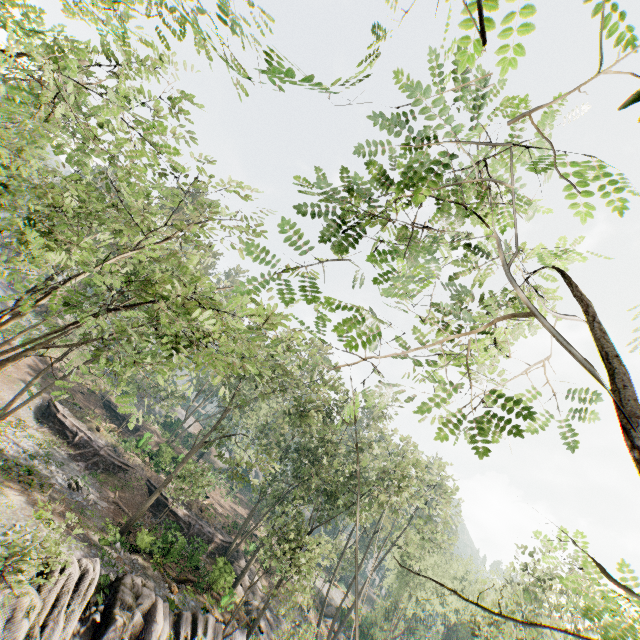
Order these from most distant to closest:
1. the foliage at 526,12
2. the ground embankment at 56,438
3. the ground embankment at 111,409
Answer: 1. the ground embankment at 111,409
2. the ground embankment at 56,438
3. the foliage at 526,12

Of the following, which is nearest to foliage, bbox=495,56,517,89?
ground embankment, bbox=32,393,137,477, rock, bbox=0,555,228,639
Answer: rock, bbox=0,555,228,639

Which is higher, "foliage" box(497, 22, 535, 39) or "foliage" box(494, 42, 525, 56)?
"foliage" box(497, 22, 535, 39)

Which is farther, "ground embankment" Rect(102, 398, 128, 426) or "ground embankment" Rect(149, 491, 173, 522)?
"ground embankment" Rect(102, 398, 128, 426)

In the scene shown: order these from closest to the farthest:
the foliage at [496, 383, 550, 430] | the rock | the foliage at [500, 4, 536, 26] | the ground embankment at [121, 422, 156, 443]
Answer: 1. the foliage at [500, 4, 536, 26]
2. the foliage at [496, 383, 550, 430]
3. the rock
4. the ground embankment at [121, 422, 156, 443]

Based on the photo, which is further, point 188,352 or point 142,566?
point 142,566

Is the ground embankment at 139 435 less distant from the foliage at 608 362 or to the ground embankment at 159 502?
the foliage at 608 362

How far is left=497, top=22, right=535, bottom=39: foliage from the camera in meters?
1.7 m
